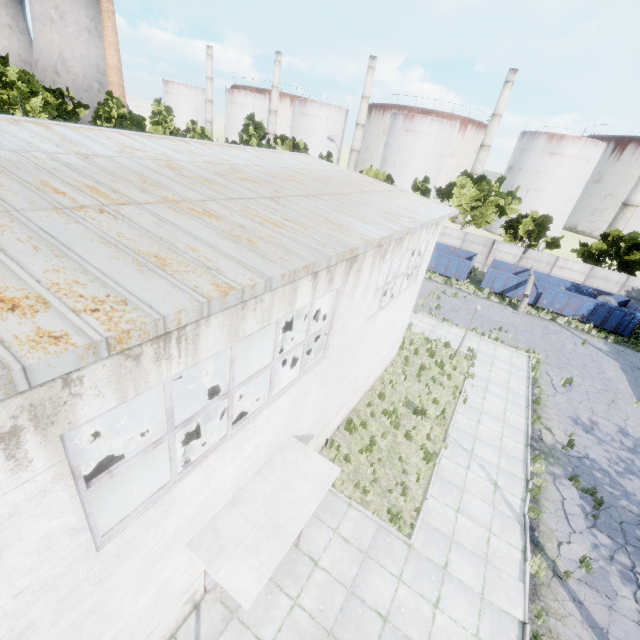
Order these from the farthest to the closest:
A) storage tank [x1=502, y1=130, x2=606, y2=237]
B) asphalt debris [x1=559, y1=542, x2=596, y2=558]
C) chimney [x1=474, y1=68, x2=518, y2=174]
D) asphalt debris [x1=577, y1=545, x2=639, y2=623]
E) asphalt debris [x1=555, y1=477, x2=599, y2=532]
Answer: chimney [x1=474, y1=68, x2=518, y2=174] < storage tank [x1=502, y1=130, x2=606, y2=237] < asphalt debris [x1=555, y1=477, x2=599, y2=532] < asphalt debris [x1=559, y1=542, x2=596, y2=558] < asphalt debris [x1=577, y1=545, x2=639, y2=623]

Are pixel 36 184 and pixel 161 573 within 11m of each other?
yes

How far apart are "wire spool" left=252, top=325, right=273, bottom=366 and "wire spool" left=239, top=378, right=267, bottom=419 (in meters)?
1.77

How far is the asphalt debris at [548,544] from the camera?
9.9m

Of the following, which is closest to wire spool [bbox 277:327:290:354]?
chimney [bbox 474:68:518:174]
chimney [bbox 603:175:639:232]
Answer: chimney [bbox 474:68:518:174]

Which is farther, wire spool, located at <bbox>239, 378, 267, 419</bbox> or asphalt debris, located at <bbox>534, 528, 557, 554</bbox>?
wire spool, located at <bbox>239, 378, 267, 419</bbox>
